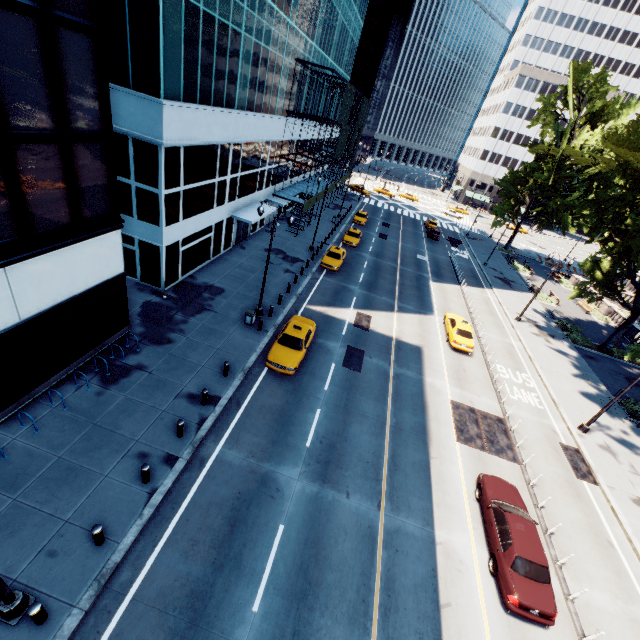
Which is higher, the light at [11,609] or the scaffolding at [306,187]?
the scaffolding at [306,187]

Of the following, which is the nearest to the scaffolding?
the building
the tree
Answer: the building

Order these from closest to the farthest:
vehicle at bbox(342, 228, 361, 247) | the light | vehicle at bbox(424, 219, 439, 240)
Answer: the light → vehicle at bbox(342, 228, 361, 247) → vehicle at bbox(424, 219, 439, 240)

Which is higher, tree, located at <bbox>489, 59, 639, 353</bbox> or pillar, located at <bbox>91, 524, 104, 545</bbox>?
tree, located at <bbox>489, 59, 639, 353</bbox>

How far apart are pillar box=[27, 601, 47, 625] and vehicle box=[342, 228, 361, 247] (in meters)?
35.62

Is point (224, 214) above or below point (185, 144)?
below

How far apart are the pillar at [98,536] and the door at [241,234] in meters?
24.7 m

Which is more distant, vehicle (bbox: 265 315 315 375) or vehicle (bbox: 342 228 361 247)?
vehicle (bbox: 342 228 361 247)
